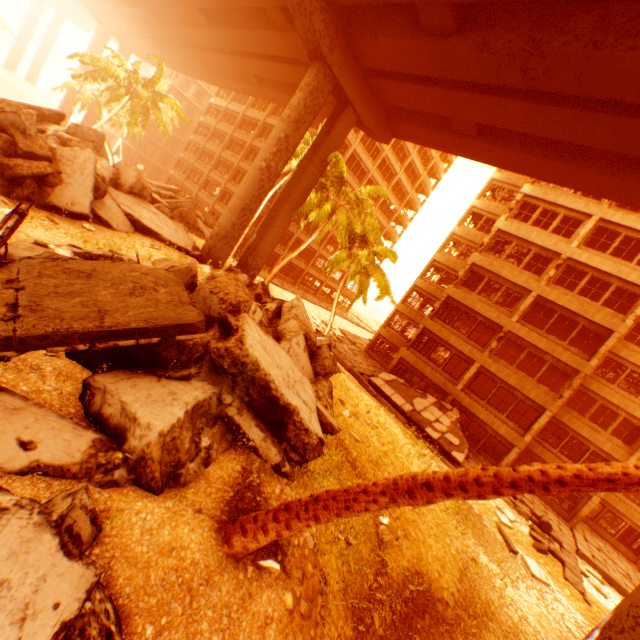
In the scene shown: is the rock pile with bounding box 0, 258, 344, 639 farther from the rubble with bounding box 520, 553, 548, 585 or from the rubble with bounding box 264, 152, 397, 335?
the rubble with bounding box 264, 152, 397, 335

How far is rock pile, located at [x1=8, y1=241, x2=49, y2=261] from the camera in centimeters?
688cm

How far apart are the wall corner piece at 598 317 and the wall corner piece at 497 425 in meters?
8.1 m

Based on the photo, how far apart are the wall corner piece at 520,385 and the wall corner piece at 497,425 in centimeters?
207cm

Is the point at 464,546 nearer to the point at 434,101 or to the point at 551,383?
the point at 434,101

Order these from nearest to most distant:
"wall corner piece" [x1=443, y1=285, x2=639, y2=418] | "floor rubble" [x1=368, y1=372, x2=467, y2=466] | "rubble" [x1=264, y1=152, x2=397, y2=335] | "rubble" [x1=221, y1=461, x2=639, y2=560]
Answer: "rubble" [x1=221, y1=461, x2=639, y2=560], "floor rubble" [x1=368, y1=372, x2=467, y2=466], "wall corner piece" [x1=443, y1=285, x2=639, y2=418], "rubble" [x1=264, y1=152, x2=397, y2=335]

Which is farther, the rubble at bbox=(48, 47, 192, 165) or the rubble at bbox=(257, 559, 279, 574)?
the rubble at bbox=(48, 47, 192, 165)

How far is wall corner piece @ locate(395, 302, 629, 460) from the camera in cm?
2030
